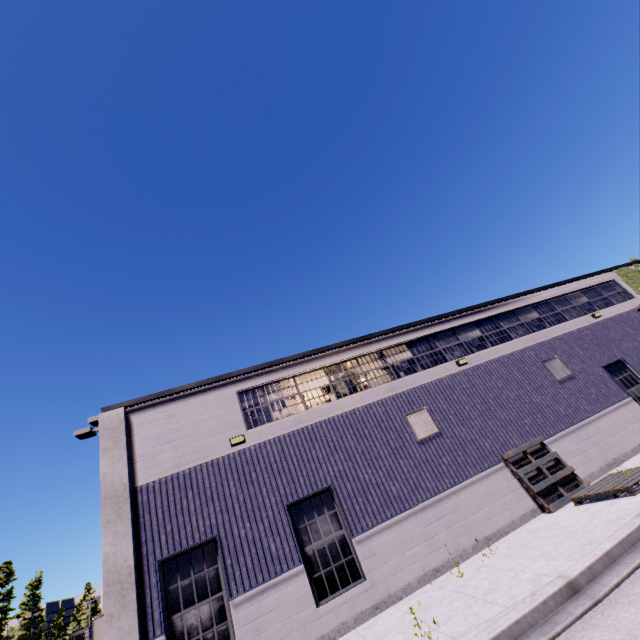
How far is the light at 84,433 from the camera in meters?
14.4 m

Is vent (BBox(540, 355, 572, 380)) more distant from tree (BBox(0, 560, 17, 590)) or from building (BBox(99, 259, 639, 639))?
tree (BBox(0, 560, 17, 590))

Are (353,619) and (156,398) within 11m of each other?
yes

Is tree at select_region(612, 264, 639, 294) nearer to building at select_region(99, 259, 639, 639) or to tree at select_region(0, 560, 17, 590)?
building at select_region(99, 259, 639, 639)

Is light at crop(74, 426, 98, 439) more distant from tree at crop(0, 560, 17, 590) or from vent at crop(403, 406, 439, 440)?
tree at crop(0, 560, 17, 590)

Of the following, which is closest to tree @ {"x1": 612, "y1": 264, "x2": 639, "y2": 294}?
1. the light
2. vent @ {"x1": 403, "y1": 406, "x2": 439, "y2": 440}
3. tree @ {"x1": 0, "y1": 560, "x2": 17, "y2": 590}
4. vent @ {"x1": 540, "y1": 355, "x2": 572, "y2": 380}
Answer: vent @ {"x1": 540, "y1": 355, "x2": 572, "y2": 380}

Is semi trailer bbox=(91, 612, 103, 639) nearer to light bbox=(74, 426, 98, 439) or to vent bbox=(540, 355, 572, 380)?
vent bbox=(540, 355, 572, 380)

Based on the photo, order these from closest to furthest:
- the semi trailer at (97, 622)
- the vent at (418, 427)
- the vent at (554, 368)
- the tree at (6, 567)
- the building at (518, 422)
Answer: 1. the building at (518, 422)
2. the vent at (418, 427)
3. the vent at (554, 368)
4. the semi trailer at (97, 622)
5. the tree at (6, 567)
